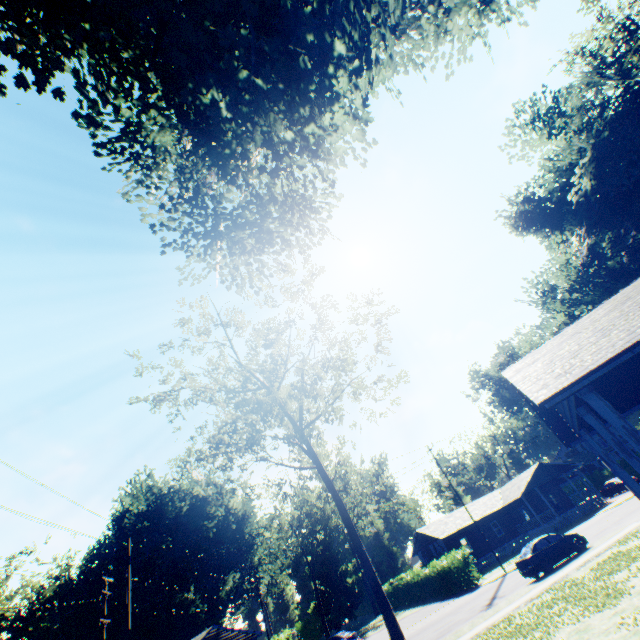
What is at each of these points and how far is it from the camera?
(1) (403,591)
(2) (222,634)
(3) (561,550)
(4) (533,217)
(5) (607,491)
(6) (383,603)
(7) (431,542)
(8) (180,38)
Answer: (1) hedge, 43.7 meters
(2) house, 32.4 meters
(3) car, 20.3 meters
(4) plant, 24.3 meters
(5) car, 42.0 meters
(6) tree, 14.8 meters
(7) house, 42.4 meters
(8) plant, 10.6 meters

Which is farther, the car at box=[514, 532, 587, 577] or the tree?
the car at box=[514, 532, 587, 577]

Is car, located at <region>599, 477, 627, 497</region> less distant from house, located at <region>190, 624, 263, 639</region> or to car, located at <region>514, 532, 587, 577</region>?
car, located at <region>514, 532, 587, 577</region>

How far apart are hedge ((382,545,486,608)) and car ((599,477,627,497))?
24.26m

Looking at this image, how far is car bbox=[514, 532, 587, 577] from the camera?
19.7m

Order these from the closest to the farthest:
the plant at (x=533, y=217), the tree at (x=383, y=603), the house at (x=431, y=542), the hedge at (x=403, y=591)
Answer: the plant at (x=533, y=217), the tree at (x=383, y=603), the hedge at (x=403, y=591), the house at (x=431, y=542)

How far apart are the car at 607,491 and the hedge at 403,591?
24.3 meters

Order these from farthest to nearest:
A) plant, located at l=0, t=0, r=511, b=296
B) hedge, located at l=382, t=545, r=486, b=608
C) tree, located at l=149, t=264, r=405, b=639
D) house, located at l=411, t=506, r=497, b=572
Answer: house, located at l=411, t=506, r=497, b=572
hedge, located at l=382, t=545, r=486, b=608
tree, located at l=149, t=264, r=405, b=639
plant, located at l=0, t=0, r=511, b=296
